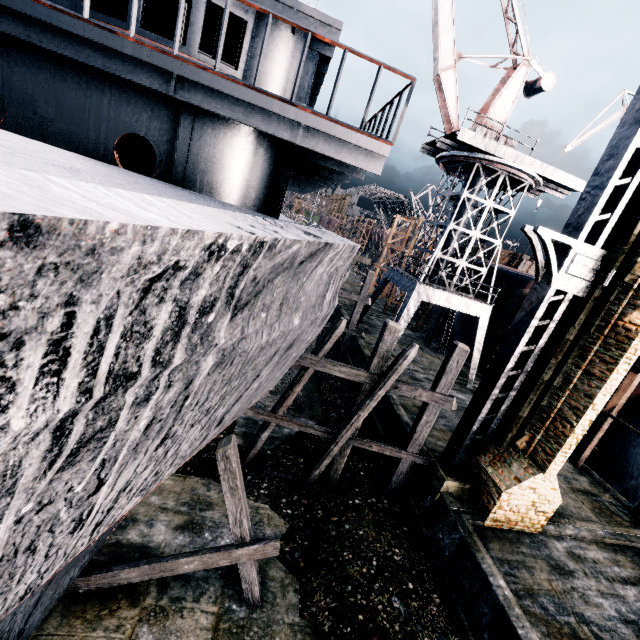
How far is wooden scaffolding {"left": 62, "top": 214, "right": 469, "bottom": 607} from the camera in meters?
7.6

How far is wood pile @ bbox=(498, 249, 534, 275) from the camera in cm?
3559

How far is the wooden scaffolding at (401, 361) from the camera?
7.6m

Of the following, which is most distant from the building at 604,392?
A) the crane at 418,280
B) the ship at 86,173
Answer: the crane at 418,280

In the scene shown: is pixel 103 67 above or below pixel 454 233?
below

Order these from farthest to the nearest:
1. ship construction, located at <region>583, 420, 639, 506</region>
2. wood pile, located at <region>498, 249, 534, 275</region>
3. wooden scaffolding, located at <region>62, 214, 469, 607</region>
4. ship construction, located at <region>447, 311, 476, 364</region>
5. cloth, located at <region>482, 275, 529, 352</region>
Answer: wood pile, located at <region>498, 249, 534, 275</region>, ship construction, located at <region>447, 311, 476, 364</region>, cloth, located at <region>482, 275, 529, 352</region>, ship construction, located at <region>583, 420, 639, 506</region>, wooden scaffolding, located at <region>62, 214, 469, 607</region>

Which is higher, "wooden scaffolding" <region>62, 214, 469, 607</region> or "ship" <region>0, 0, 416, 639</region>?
"ship" <region>0, 0, 416, 639</region>

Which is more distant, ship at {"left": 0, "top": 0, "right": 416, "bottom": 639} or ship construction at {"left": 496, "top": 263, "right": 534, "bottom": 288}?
ship construction at {"left": 496, "top": 263, "right": 534, "bottom": 288}
